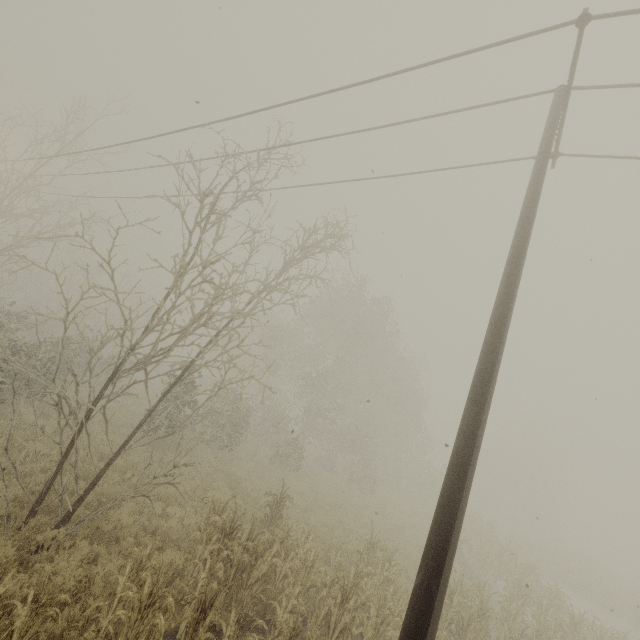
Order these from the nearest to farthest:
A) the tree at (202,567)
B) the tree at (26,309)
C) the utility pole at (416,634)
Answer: the utility pole at (416,634) → the tree at (202,567) → the tree at (26,309)

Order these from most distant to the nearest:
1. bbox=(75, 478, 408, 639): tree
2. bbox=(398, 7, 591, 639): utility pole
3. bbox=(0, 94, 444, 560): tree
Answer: bbox=(0, 94, 444, 560): tree < bbox=(75, 478, 408, 639): tree < bbox=(398, 7, 591, 639): utility pole

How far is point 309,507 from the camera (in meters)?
15.37

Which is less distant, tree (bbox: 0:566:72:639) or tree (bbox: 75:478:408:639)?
tree (bbox: 0:566:72:639)

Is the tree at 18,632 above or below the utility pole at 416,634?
below

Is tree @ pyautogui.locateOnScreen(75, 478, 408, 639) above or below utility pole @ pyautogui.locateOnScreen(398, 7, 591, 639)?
below
